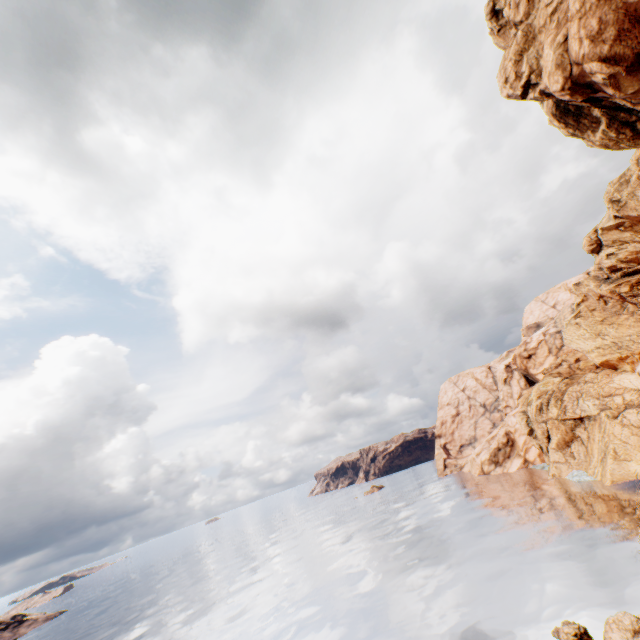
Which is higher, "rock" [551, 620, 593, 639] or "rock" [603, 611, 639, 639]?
"rock" [603, 611, 639, 639]

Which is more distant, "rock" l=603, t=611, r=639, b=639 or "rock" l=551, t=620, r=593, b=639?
"rock" l=551, t=620, r=593, b=639

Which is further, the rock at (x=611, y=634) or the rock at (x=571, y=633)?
the rock at (x=571, y=633)

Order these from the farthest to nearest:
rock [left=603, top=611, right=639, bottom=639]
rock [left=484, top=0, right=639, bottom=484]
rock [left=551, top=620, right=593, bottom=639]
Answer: rock [left=551, top=620, right=593, bottom=639], rock [left=603, top=611, right=639, bottom=639], rock [left=484, top=0, right=639, bottom=484]

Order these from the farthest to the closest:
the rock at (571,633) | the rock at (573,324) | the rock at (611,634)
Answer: the rock at (571,633) → the rock at (611,634) → the rock at (573,324)

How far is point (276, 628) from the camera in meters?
36.3 m
